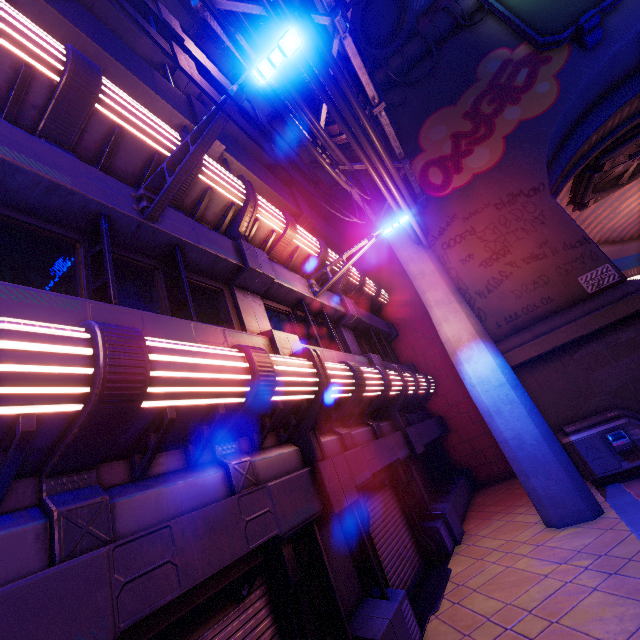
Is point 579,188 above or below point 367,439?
above

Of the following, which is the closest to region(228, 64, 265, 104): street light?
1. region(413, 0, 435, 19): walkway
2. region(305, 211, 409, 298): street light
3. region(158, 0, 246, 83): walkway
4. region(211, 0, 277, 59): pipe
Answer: region(211, 0, 277, 59): pipe

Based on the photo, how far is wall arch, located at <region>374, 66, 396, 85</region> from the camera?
15.6 meters

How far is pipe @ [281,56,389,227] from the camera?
7.6m

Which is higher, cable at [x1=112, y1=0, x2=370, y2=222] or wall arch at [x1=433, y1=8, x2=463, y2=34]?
wall arch at [x1=433, y1=8, x2=463, y2=34]

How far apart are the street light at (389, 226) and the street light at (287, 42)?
4.5 meters

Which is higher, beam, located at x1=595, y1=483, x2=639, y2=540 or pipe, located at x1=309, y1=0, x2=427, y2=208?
pipe, located at x1=309, y1=0, x2=427, y2=208
